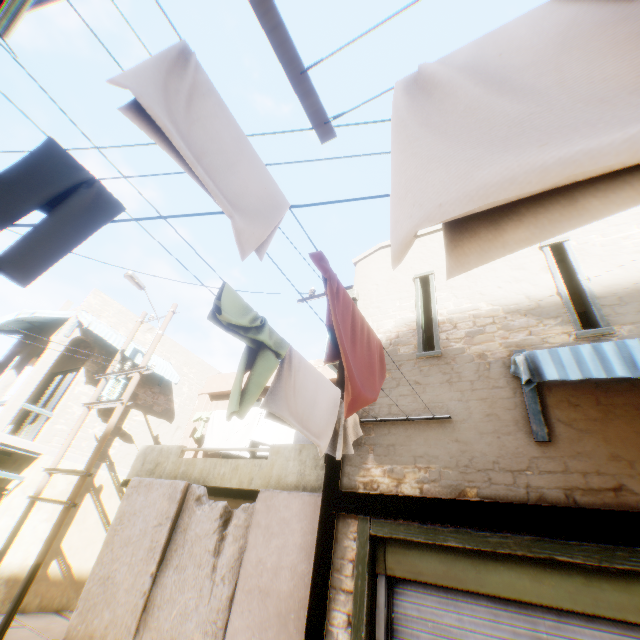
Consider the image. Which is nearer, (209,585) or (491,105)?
(491,105)

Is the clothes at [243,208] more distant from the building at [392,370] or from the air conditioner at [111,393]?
the air conditioner at [111,393]

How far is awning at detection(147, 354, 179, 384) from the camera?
12.78m

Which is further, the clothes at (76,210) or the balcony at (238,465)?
the balcony at (238,465)

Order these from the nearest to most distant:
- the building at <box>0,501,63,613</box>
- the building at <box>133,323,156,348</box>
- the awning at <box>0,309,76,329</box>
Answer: → the building at <box>0,501,63,613</box> → the awning at <box>0,309,76,329</box> → the building at <box>133,323,156,348</box>

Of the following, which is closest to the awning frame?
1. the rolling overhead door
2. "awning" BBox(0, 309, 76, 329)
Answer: the rolling overhead door

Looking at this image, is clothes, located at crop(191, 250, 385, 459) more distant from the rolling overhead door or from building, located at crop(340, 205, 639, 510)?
the rolling overhead door

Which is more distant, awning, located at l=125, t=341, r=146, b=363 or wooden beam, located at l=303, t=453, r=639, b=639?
awning, located at l=125, t=341, r=146, b=363
